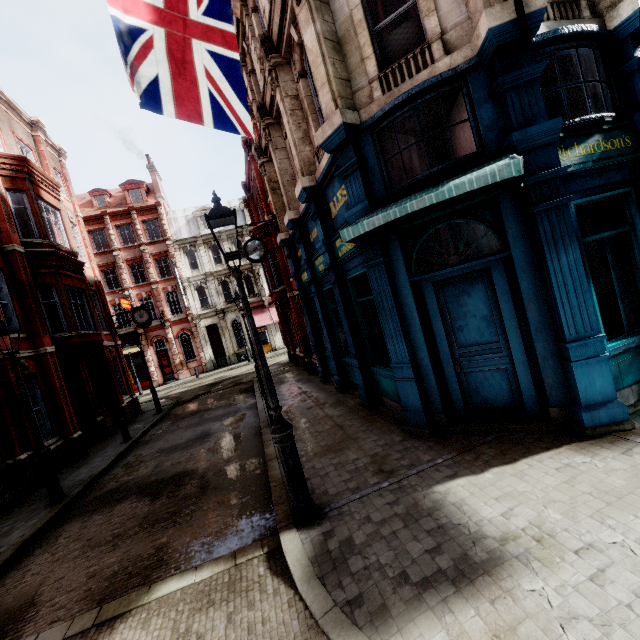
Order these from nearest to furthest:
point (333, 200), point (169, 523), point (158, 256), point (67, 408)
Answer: point (169, 523), point (333, 200), point (67, 408), point (158, 256)

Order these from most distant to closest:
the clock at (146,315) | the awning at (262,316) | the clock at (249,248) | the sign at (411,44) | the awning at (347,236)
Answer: the awning at (262,316), the clock at (146,315), the clock at (249,248), the sign at (411,44), the awning at (347,236)

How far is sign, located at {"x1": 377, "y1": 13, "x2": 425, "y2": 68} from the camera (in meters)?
5.62

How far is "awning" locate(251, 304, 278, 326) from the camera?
32.9m

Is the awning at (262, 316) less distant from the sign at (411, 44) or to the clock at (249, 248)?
the clock at (249, 248)

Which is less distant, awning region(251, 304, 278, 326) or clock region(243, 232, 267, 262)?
clock region(243, 232, 267, 262)

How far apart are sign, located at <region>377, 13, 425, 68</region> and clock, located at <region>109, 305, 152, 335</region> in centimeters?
1862cm

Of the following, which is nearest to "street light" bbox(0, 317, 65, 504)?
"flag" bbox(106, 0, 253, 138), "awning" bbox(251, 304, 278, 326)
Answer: "flag" bbox(106, 0, 253, 138)
